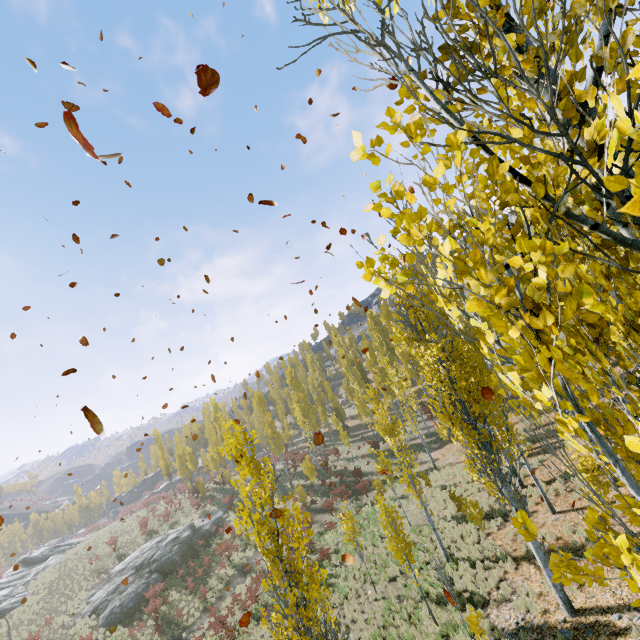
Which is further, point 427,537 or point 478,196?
point 427,537

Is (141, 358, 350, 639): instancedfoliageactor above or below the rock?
above

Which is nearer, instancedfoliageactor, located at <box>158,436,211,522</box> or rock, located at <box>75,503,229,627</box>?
rock, located at <box>75,503,229,627</box>

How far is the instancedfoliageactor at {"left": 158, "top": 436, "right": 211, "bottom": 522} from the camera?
38.6 meters

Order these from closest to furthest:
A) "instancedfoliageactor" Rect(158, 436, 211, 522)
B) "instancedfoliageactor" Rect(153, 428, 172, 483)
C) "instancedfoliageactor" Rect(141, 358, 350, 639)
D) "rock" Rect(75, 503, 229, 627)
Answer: "instancedfoliageactor" Rect(141, 358, 350, 639) < "rock" Rect(75, 503, 229, 627) < "instancedfoliageactor" Rect(158, 436, 211, 522) < "instancedfoliageactor" Rect(153, 428, 172, 483)

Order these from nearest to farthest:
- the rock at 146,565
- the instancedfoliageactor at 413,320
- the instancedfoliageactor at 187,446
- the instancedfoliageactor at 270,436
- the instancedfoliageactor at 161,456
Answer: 1. the instancedfoliageactor at 413,320
2. the instancedfoliageactor at 270,436
3. the rock at 146,565
4. the instancedfoliageactor at 187,446
5. the instancedfoliageactor at 161,456

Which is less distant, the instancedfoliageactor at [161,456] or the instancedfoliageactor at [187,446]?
the instancedfoliageactor at [187,446]
